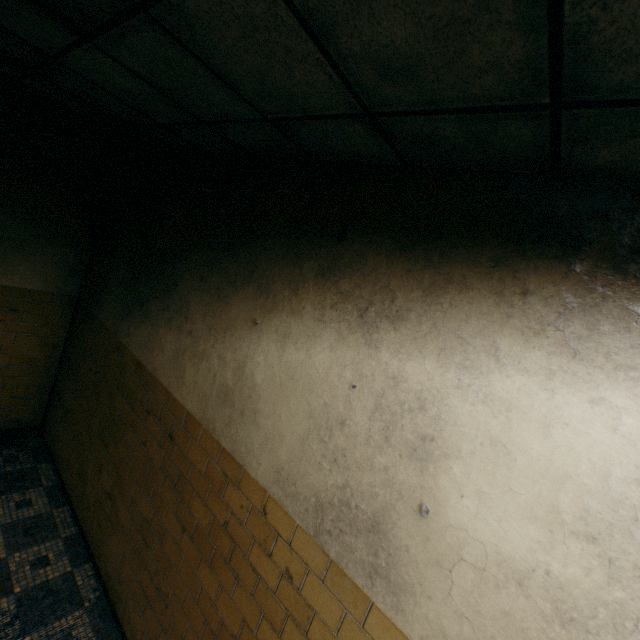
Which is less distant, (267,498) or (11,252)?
(267,498)
